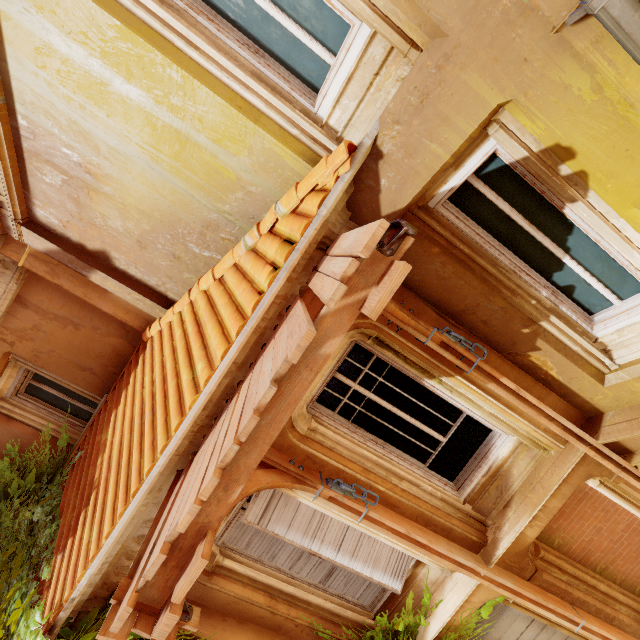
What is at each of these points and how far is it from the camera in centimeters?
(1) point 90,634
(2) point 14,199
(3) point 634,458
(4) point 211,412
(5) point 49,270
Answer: (1) plant, 319cm
(2) trim, 418cm
(3) wood, 414cm
(4) trim, 342cm
(5) column, 504cm

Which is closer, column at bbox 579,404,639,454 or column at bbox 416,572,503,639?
column at bbox 579,404,639,454

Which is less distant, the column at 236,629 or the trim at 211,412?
the trim at 211,412

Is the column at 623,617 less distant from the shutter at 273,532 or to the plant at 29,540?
the plant at 29,540

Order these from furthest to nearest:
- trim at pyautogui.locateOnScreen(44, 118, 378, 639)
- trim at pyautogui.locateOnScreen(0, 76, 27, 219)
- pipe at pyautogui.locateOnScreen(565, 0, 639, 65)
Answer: trim at pyautogui.locateOnScreen(0, 76, 27, 219) → trim at pyautogui.locateOnScreen(44, 118, 378, 639) → pipe at pyautogui.locateOnScreen(565, 0, 639, 65)

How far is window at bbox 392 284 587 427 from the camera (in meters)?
3.66

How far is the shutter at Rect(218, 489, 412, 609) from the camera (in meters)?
4.16

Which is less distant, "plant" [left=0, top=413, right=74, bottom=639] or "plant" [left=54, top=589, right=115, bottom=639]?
"plant" [left=54, top=589, right=115, bottom=639]
